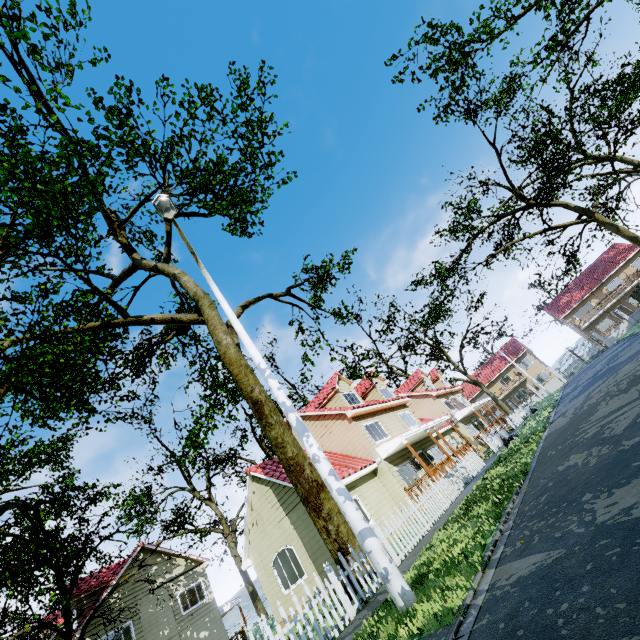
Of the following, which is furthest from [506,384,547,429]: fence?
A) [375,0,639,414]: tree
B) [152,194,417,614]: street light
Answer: [152,194,417,614]: street light

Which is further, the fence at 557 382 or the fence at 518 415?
the fence at 557 382

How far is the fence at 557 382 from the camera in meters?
40.1

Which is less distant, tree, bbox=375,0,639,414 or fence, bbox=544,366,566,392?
tree, bbox=375,0,639,414

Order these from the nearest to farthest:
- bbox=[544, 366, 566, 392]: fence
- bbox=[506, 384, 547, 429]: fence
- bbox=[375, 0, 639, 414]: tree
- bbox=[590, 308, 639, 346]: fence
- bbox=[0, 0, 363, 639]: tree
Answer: bbox=[0, 0, 363, 639]: tree
bbox=[375, 0, 639, 414]: tree
bbox=[506, 384, 547, 429]: fence
bbox=[590, 308, 639, 346]: fence
bbox=[544, 366, 566, 392]: fence

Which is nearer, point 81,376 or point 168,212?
point 168,212

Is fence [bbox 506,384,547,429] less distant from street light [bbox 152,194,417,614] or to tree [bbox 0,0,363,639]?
tree [bbox 0,0,363,639]

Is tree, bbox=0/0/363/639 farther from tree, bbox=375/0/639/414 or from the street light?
the street light
